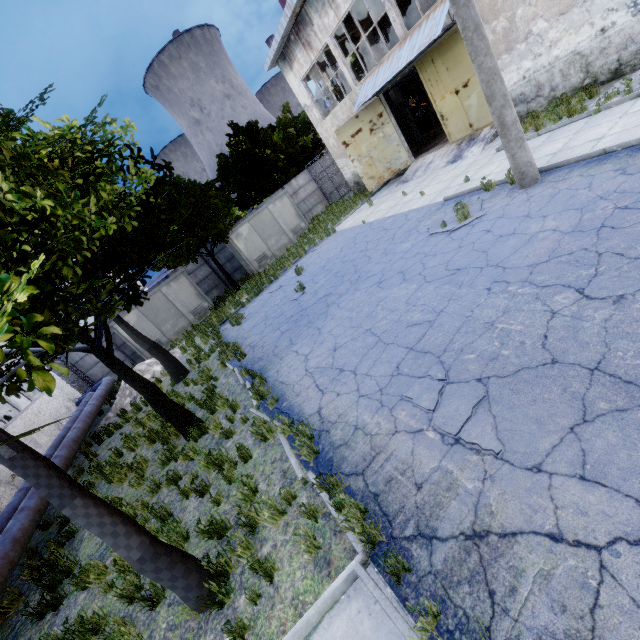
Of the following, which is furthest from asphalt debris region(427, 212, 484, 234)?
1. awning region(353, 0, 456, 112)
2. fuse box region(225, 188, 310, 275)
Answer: fuse box region(225, 188, 310, 275)

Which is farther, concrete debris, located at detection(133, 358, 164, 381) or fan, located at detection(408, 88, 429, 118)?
fan, located at detection(408, 88, 429, 118)

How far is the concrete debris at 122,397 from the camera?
15.3m

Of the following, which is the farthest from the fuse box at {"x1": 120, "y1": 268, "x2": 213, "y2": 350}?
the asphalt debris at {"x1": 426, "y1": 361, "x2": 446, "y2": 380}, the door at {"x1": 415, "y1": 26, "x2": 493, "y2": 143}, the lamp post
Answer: the asphalt debris at {"x1": 426, "y1": 361, "x2": 446, "y2": 380}

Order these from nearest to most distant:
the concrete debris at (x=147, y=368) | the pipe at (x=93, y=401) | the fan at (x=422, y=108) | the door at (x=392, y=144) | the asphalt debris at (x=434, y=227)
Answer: the asphalt debris at (x=434, y=227)
the pipe at (x=93, y=401)
the concrete debris at (x=147, y=368)
the door at (x=392, y=144)
the fan at (x=422, y=108)

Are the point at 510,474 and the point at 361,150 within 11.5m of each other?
no

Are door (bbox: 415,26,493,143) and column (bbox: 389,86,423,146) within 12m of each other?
yes

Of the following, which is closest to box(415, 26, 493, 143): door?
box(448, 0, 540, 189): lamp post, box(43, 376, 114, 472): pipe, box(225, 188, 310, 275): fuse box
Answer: box(448, 0, 540, 189): lamp post
